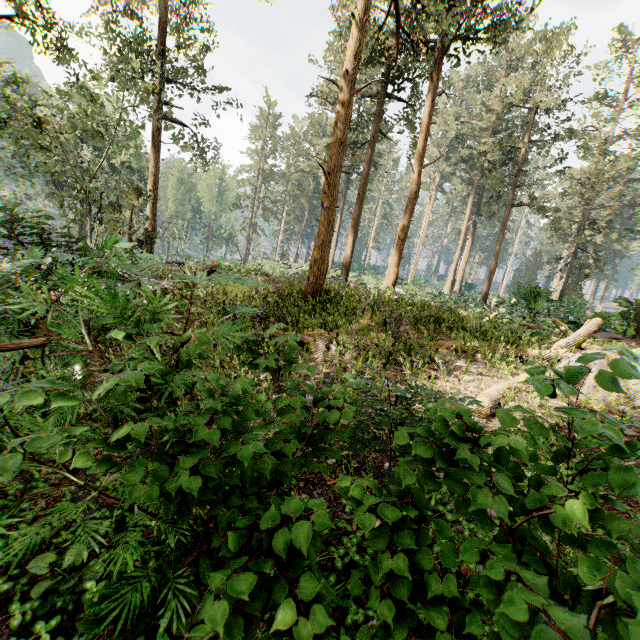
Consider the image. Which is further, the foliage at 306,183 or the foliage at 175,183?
the foliage at 175,183

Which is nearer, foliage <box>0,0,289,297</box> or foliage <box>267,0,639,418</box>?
foliage <box>267,0,639,418</box>

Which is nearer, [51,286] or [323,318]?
[51,286]
